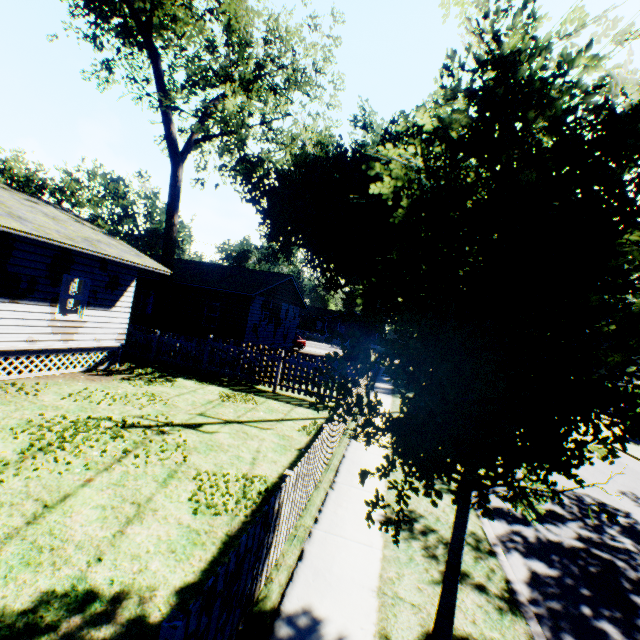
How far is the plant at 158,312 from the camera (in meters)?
17.95

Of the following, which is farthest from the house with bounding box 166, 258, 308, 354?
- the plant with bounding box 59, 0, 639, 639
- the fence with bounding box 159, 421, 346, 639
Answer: the fence with bounding box 159, 421, 346, 639

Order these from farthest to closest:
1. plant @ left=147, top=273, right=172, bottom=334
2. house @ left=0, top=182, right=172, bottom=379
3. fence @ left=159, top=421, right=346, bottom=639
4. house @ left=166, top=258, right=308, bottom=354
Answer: house @ left=166, top=258, right=308, bottom=354, plant @ left=147, top=273, right=172, bottom=334, house @ left=0, top=182, right=172, bottom=379, fence @ left=159, top=421, right=346, bottom=639

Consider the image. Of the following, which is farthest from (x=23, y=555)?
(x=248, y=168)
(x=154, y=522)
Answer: (x=248, y=168)

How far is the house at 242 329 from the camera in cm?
2020

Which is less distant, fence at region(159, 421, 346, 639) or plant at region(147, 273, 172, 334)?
fence at region(159, 421, 346, 639)

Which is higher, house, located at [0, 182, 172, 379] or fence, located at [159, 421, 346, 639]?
house, located at [0, 182, 172, 379]
